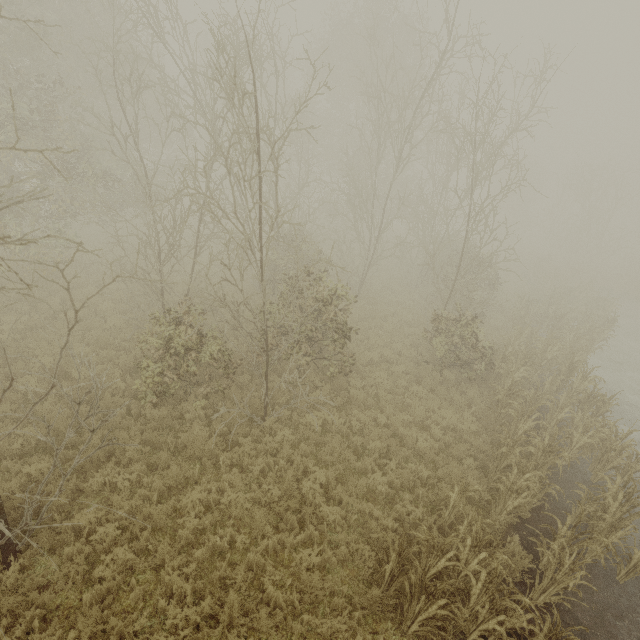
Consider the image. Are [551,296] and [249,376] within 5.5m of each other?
no
